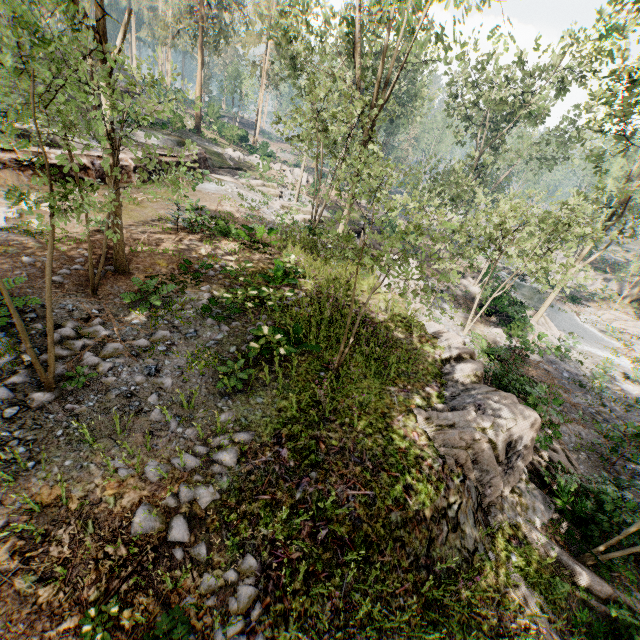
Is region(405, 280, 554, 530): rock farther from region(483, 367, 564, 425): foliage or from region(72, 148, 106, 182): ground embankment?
region(72, 148, 106, 182): ground embankment

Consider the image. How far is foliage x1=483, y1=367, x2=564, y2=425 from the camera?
10.1m

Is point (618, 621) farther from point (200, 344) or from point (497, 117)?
point (497, 117)

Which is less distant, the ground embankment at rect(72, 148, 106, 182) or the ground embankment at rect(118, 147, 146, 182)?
the ground embankment at rect(72, 148, 106, 182)

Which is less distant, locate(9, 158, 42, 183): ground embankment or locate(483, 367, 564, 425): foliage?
locate(483, 367, 564, 425): foliage

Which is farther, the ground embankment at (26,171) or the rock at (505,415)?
Result: the ground embankment at (26,171)

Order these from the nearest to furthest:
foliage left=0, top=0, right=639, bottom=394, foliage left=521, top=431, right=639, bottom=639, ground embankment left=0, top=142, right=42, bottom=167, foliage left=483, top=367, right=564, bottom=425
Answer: foliage left=0, top=0, right=639, bottom=394 → foliage left=521, top=431, right=639, bottom=639 → foliage left=483, top=367, right=564, bottom=425 → ground embankment left=0, top=142, right=42, bottom=167

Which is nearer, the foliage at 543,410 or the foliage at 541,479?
the foliage at 541,479
